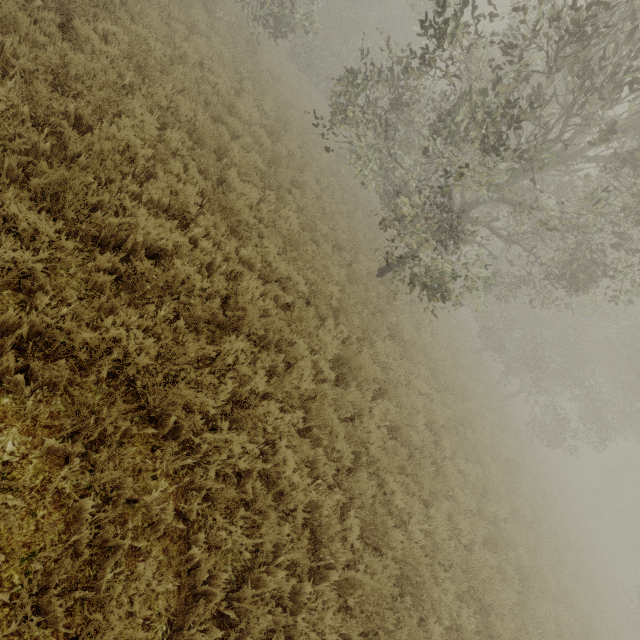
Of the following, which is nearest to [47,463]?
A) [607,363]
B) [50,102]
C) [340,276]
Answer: [50,102]
